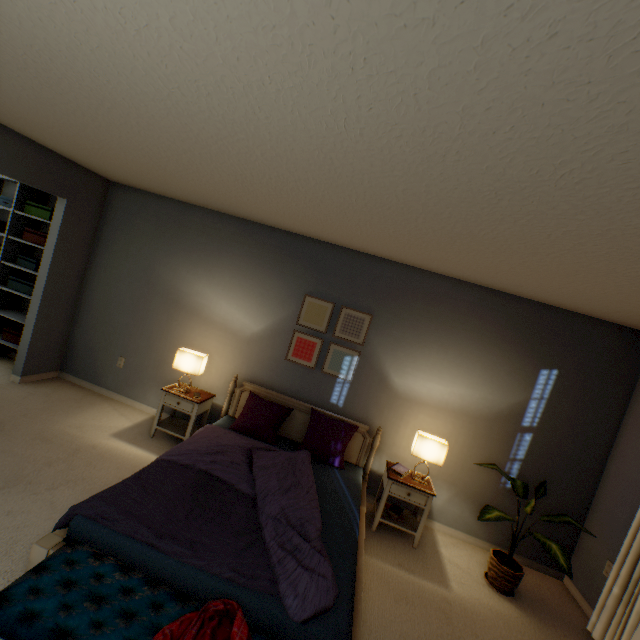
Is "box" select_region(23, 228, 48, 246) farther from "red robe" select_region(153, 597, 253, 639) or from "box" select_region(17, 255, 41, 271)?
"red robe" select_region(153, 597, 253, 639)

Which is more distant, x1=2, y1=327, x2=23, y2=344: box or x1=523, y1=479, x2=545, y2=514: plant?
x1=2, y1=327, x2=23, y2=344: box

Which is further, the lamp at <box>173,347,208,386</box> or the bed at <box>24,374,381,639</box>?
the lamp at <box>173,347,208,386</box>

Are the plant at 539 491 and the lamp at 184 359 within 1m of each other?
no

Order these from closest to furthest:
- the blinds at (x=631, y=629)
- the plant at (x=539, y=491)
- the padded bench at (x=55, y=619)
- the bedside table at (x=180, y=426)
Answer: the padded bench at (x=55, y=619) → the blinds at (x=631, y=629) → the plant at (x=539, y=491) → the bedside table at (x=180, y=426)

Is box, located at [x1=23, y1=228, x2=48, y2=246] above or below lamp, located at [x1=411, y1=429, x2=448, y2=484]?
above

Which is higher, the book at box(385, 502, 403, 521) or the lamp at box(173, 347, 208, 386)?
the lamp at box(173, 347, 208, 386)

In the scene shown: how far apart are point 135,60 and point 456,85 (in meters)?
1.13
